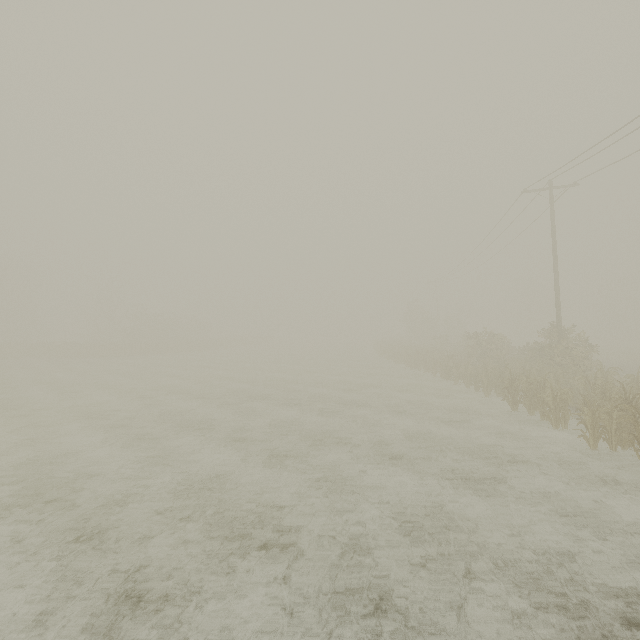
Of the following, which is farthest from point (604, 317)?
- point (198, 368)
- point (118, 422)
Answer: point (118, 422)
